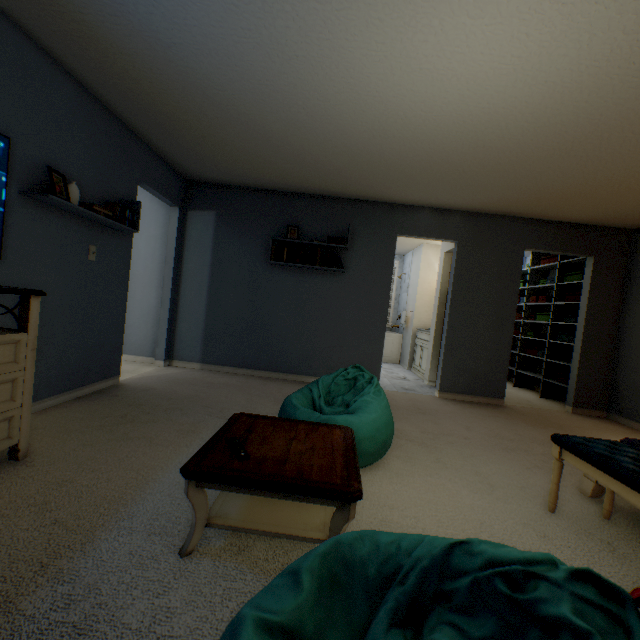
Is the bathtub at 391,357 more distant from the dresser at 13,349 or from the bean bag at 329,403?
the dresser at 13,349

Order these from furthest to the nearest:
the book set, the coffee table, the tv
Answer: the book set < the tv < the coffee table

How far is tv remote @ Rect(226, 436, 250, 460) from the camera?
1.3m

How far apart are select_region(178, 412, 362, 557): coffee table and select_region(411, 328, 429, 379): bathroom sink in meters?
3.9

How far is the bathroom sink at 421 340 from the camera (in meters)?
5.52

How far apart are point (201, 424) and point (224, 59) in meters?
2.5 m

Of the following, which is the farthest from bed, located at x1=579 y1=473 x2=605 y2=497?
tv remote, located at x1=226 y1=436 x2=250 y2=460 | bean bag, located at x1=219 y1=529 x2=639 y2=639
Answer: tv remote, located at x1=226 y1=436 x2=250 y2=460

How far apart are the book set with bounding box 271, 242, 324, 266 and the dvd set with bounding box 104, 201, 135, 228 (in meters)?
1.58
